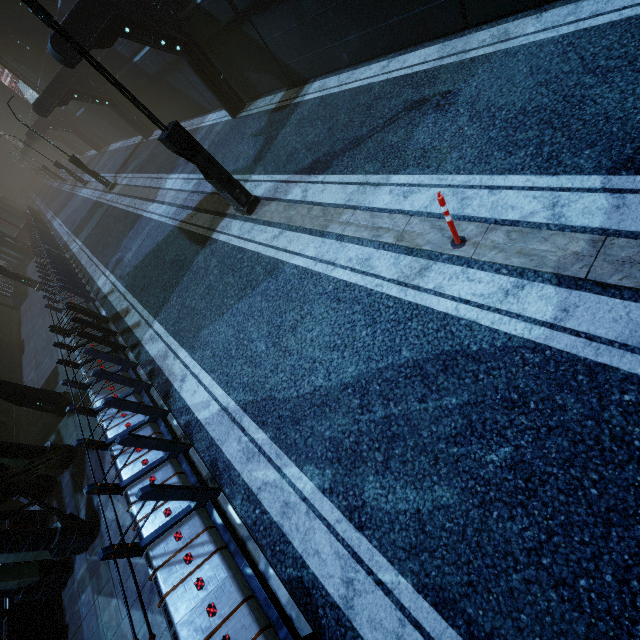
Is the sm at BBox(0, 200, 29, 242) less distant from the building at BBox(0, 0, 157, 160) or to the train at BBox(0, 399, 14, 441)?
the building at BBox(0, 0, 157, 160)

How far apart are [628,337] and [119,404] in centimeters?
734cm

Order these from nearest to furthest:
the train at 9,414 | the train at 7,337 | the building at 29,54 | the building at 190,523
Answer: the building at 190,523 → the train at 9,414 → the train at 7,337 → the building at 29,54

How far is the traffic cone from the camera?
3.9m

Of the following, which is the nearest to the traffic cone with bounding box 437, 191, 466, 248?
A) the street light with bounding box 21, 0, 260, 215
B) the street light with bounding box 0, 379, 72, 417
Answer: the street light with bounding box 21, 0, 260, 215

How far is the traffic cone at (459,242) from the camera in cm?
386

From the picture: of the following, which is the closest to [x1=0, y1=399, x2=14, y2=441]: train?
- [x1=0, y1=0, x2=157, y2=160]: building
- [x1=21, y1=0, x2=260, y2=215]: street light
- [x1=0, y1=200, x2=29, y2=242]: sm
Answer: [x1=0, y1=0, x2=157, y2=160]: building

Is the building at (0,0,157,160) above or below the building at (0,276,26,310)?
above
